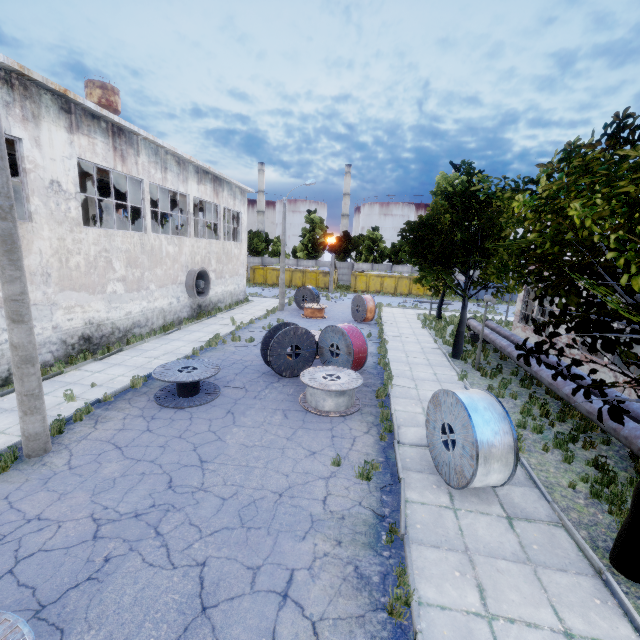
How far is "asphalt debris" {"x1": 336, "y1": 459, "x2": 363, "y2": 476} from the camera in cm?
726

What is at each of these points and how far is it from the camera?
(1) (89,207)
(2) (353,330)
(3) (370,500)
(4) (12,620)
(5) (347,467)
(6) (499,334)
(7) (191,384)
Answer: (1) column, 16.4 meters
(2) wire spool, 12.8 meters
(3) asphalt debris, 6.5 meters
(4) wire spool, 3.4 meters
(5) asphalt debris, 7.4 meters
(6) pipe, 17.8 meters
(7) wire spool, 10.4 meters

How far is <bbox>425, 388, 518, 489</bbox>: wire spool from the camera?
6.19m

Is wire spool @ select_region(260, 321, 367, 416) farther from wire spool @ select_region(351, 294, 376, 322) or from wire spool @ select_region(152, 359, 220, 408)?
wire spool @ select_region(351, 294, 376, 322)

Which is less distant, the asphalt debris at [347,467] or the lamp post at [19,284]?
the lamp post at [19,284]

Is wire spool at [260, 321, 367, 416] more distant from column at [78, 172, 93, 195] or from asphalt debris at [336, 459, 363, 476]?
column at [78, 172, 93, 195]

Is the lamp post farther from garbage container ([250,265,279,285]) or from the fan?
garbage container ([250,265,279,285])

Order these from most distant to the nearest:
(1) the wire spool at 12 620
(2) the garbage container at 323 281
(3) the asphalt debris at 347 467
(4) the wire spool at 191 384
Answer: (2) the garbage container at 323 281 → (4) the wire spool at 191 384 → (3) the asphalt debris at 347 467 → (1) the wire spool at 12 620
